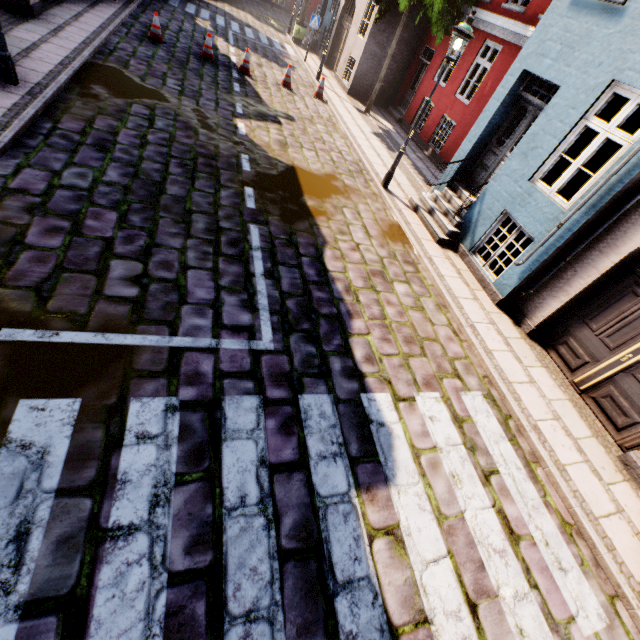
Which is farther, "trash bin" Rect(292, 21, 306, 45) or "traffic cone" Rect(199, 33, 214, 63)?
"trash bin" Rect(292, 21, 306, 45)

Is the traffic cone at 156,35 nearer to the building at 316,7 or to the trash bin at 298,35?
the building at 316,7

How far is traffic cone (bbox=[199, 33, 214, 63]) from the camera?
11.2m

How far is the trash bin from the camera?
19.19m

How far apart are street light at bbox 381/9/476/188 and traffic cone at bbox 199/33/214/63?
8.1 meters

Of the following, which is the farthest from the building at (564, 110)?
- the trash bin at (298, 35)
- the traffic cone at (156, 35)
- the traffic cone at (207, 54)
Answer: the traffic cone at (156, 35)

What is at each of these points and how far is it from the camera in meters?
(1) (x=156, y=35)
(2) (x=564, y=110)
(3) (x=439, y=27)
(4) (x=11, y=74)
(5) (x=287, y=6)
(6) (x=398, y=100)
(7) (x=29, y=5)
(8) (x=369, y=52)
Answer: (1) traffic cone, 10.9
(2) building, 5.9
(3) tree, 11.3
(4) street light, 5.9
(5) building, 29.1
(6) building, 16.0
(7) building, 8.3
(8) building, 14.5

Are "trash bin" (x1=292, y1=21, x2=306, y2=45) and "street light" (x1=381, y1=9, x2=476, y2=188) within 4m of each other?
no
